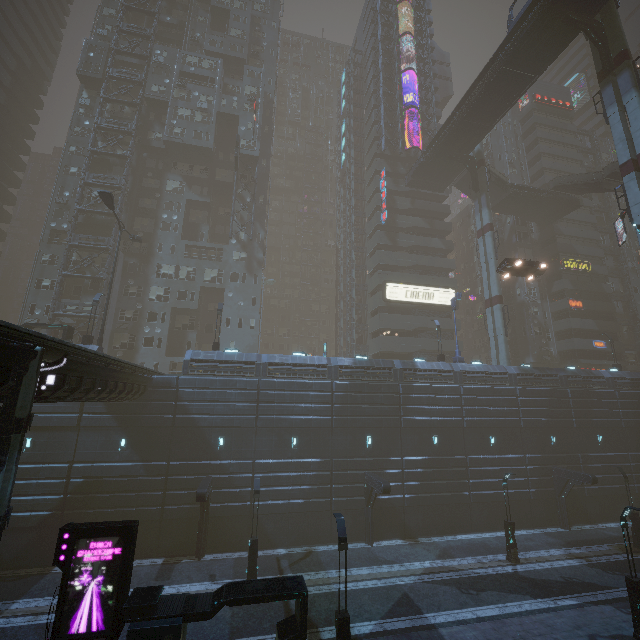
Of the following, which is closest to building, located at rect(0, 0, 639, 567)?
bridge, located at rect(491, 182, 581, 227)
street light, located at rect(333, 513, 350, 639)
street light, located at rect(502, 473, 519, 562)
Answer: bridge, located at rect(491, 182, 581, 227)

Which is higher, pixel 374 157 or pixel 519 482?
pixel 374 157

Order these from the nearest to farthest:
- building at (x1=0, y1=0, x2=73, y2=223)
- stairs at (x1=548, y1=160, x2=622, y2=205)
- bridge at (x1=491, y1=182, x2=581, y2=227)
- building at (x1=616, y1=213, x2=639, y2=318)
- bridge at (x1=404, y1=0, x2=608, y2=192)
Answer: bridge at (x1=404, y1=0, x2=608, y2=192) < stairs at (x1=548, y1=160, x2=622, y2=205) < bridge at (x1=491, y1=182, x2=581, y2=227) < building at (x1=0, y1=0, x2=73, y2=223) < building at (x1=616, y1=213, x2=639, y2=318)

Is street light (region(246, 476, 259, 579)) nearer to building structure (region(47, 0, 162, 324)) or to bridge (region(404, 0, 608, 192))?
building structure (region(47, 0, 162, 324))

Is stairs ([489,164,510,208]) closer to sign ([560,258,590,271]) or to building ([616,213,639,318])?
building ([616,213,639,318])

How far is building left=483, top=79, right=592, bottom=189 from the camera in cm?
5312

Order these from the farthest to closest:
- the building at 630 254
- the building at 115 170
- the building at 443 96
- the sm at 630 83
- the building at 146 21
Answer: the building at 630 254 < the building at 443 96 < the building at 146 21 < the building at 115 170 < the sm at 630 83

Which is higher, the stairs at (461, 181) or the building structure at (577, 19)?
the stairs at (461, 181)
